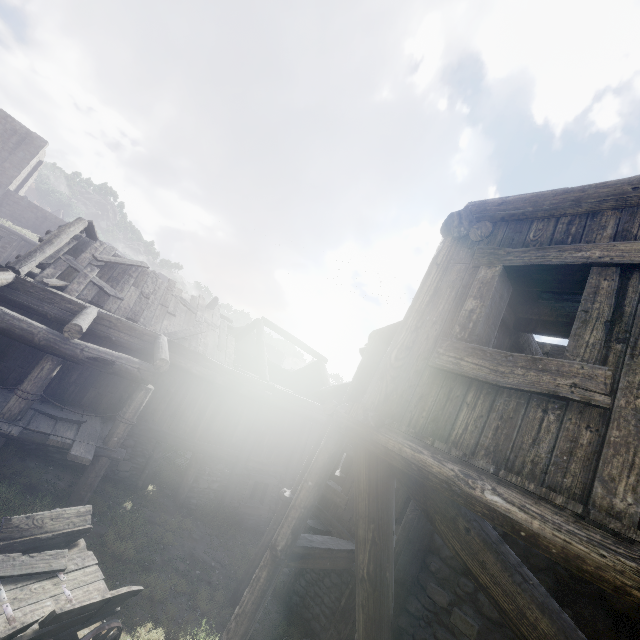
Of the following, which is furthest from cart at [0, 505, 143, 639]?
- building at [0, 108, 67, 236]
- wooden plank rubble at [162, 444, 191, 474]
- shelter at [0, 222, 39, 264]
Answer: shelter at [0, 222, 39, 264]

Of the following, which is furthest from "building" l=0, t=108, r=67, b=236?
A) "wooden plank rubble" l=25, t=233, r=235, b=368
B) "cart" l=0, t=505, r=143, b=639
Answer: "cart" l=0, t=505, r=143, b=639

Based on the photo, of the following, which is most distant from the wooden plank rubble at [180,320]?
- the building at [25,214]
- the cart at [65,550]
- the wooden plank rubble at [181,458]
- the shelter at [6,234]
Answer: the shelter at [6,234]

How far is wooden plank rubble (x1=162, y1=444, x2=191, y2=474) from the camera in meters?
13.9

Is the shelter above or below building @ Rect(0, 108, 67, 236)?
below

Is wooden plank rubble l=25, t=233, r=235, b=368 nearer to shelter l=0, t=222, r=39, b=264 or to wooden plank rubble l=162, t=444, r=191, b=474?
wooden plank rubble l=162, t=444, r=191, b=474

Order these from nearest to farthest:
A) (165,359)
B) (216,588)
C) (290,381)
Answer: (216,588), (165,359), (290,381)

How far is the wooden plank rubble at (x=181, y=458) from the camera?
13.9 meters
